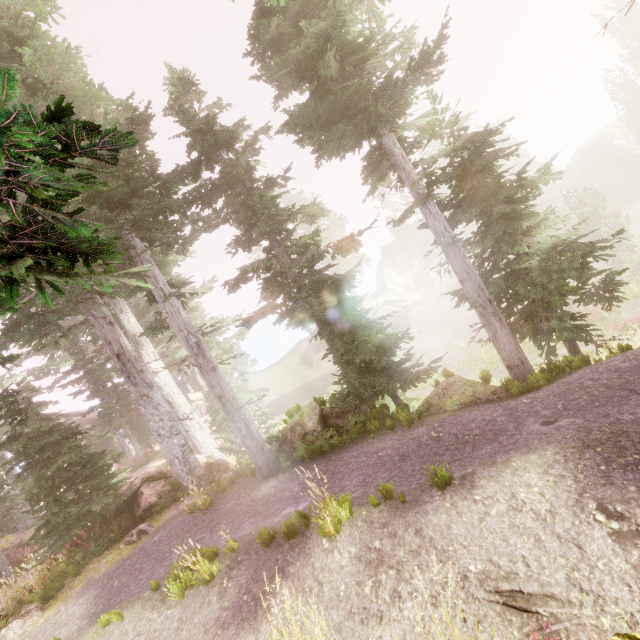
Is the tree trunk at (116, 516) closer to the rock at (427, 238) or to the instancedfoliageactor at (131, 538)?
the instancedfoliageactor at (131, 538)

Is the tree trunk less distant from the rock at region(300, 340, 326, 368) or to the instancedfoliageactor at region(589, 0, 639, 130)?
the instancedfoliageactor at region(589, 0, 639, 130)

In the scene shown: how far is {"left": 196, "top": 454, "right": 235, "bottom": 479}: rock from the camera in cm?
1313

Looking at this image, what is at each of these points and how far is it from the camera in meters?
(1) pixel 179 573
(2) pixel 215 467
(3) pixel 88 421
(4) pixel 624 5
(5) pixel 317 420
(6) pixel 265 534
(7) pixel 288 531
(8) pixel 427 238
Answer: (1) instancedfoliageactor, 6.0
(2) rock, 13.4
(3) rock, 32.5
(4) instancedfoliageactor, 36.9
(5) rock, 10.2
(6) instancedfoliageactor, 5.8
(7) instancedfoliageactor, 5.7
(8) rock, 53.7

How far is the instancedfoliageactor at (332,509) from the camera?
5.2 meters

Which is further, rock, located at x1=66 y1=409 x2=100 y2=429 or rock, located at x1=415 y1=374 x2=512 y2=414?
rock, located at x1=66 y1=409 x2=100 y2=429

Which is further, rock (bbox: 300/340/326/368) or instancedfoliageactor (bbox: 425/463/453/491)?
rock (bbox: 300/340/326/368)

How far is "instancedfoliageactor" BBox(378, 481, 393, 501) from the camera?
5.4m
